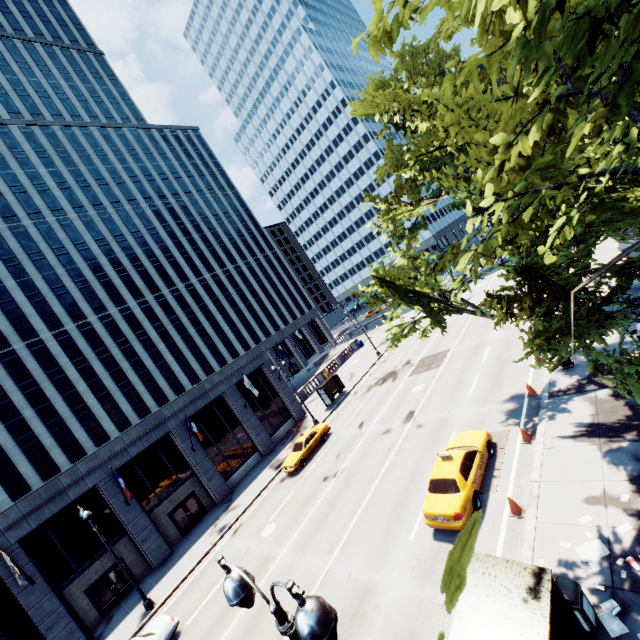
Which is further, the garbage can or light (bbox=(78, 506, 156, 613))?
light (bbox=(78, 506, 156, 613))

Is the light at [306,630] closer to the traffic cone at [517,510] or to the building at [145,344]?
the traffic cone at [517,510]

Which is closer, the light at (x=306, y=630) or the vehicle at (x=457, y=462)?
the light at (x=306, y=630)

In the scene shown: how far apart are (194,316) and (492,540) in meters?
56.2 m

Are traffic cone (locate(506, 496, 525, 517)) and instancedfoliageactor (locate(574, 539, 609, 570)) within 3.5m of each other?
yes

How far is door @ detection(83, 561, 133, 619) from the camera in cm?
2177

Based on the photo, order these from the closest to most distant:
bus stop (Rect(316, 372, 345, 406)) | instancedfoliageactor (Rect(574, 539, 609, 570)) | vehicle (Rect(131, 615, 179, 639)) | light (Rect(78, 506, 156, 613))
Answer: instancedfoliageactor (Rect(574, 539, 609, 570)), vehicle (Rect(131, 615, 179, 639)), light (Rect(78, 506, 156, 613)), bus stop (Rect(316, 372, 345, 406))

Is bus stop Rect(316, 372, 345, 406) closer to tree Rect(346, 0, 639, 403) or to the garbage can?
tree Rect(346, 0, 639, 403)
